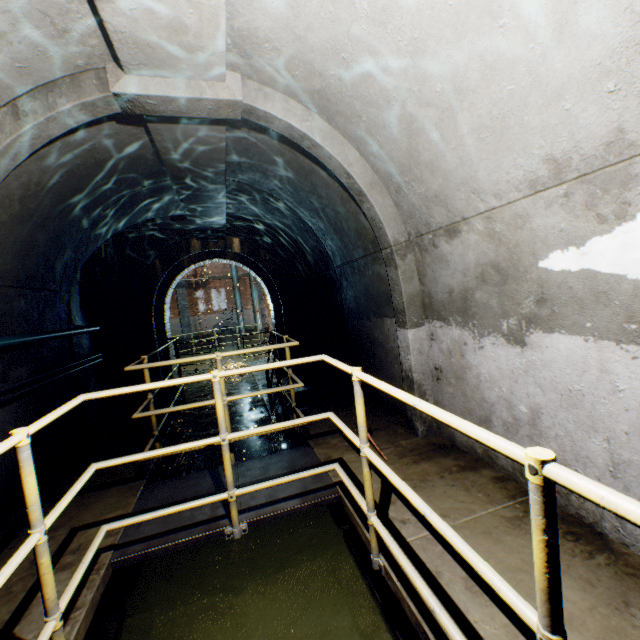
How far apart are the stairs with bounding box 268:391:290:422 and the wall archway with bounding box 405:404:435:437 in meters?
2.3

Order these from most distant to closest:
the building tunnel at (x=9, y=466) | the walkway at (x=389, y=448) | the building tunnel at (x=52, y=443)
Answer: the building tunnel at (x=52, y=443), the building tunnel at (x=9, y=466), the walkway at (x=389, y=448)

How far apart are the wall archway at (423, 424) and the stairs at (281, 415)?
2.3 meters

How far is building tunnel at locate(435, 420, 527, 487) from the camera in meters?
2.7 m

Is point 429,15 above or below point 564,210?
above

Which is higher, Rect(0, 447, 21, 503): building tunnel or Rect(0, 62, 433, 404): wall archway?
Rect(0, 62, 433, 404): wall archway

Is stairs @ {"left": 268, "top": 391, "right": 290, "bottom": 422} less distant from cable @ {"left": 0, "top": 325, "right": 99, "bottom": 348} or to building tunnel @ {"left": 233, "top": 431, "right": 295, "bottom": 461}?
building tunnel @ {"left": 233, "top": 431, "right": 295, "bottom": 461}
